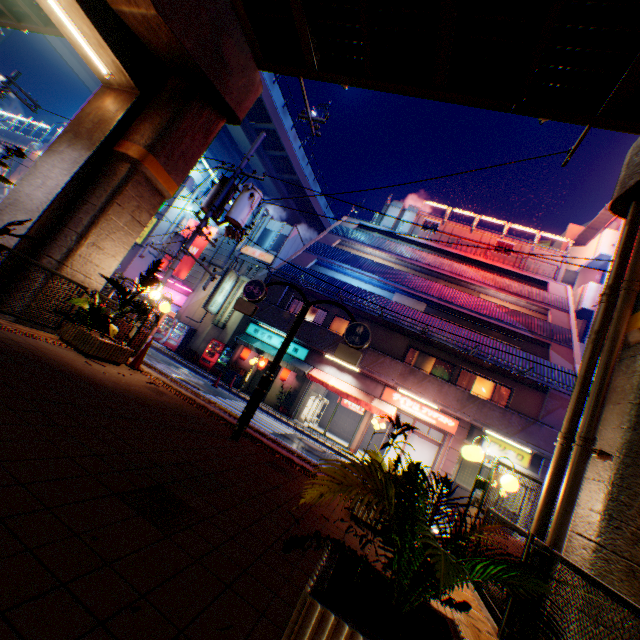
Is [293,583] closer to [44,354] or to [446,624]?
[446,624]

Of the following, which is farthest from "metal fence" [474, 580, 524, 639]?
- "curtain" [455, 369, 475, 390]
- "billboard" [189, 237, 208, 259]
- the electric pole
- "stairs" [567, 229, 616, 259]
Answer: "billboard" [189, 237, 208, 259]

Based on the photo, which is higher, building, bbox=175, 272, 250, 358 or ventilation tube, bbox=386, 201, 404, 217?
ventilation tube, bbox=386, 201, 404, 217

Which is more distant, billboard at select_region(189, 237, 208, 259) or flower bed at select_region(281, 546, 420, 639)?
billboard at select_region(189, 237, 208, 259)

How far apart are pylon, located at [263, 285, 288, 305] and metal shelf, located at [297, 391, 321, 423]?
5.6m

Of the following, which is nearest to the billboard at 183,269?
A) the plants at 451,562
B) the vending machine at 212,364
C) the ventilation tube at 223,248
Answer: the ventilation tube at 223,248

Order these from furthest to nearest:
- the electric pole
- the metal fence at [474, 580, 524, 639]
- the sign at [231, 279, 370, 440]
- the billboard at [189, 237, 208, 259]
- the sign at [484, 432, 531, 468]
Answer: the billboard at [189, 237, 208, 259] → the sign at [484, 432, 531, 468] → the electric pole → the sign at [231, 279, 370, 440] → the metal fence at [474, 580, 524, 639]

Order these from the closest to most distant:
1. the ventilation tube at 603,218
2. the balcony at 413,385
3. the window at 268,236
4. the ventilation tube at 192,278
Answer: the balcony at 413,385
the ventilation tube at 192,278
the window at 268,236
the ventilation tube at 603,218
